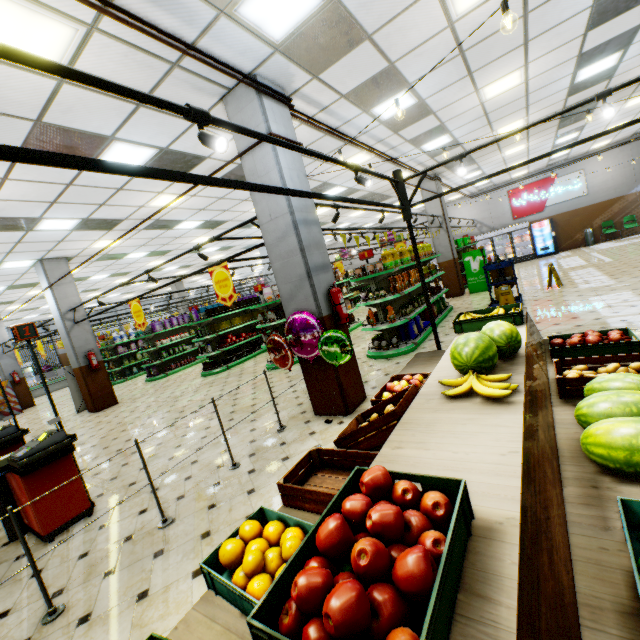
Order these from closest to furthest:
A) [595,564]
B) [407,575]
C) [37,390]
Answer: [407,575], [595,564], [37,390]

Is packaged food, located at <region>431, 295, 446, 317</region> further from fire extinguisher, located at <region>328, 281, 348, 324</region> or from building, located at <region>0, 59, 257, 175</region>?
fire extinguisher, located at <region>328, 281, 348, 324</region>

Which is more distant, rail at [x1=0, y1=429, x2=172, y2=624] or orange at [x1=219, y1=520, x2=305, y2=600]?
rail at [x1=0, y1=429, x2=172, y2=624]

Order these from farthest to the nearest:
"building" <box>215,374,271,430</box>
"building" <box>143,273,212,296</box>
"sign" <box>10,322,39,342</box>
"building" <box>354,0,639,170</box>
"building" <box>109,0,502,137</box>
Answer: "building" <box>143,273,212,296</box> < "building" <box>215,374,271,430</box> < "building" <box>354,0,639,170</box> < "sign" <box>10,322,39,342</box> < "building" <box>109,0,502,137</box>

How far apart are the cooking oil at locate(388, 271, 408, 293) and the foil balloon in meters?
3.4

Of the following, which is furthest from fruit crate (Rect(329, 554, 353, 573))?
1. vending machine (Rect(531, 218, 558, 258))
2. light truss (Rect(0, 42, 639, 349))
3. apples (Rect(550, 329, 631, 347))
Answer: vending machine (Rect(531, 218, 558, 258))

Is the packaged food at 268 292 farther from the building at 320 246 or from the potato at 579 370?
the potato at 579 370

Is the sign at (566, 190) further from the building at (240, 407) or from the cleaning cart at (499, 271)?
the cleaning cart at (499, 271)
